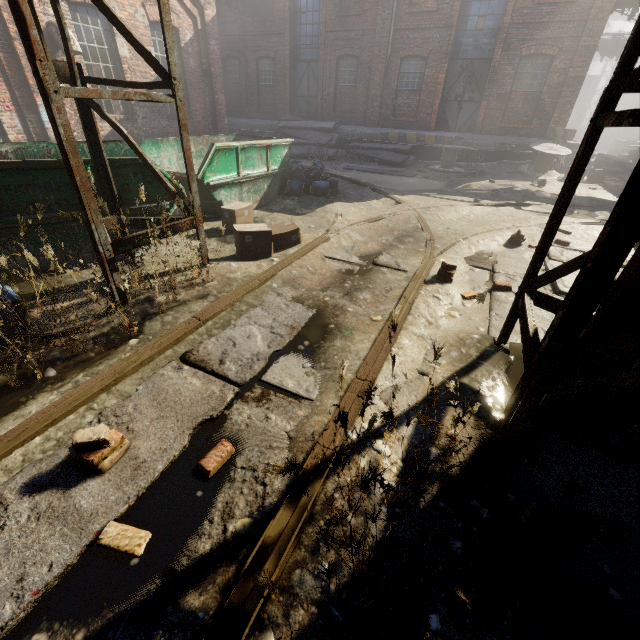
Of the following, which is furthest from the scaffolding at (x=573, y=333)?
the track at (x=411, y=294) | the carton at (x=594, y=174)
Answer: the carton at (x=594, y=174)

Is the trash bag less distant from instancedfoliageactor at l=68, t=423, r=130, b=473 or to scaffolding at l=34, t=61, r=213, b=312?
scaffolding at l=34, t=61, r=213, b=312

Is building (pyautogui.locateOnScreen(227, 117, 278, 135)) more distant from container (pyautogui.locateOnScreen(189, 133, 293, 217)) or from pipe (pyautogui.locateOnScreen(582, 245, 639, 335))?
pipe (pyautogui.locateOnScreen(582, 245, 639, 335))

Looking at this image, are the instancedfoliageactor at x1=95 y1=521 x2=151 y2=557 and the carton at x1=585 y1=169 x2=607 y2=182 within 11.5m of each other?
no

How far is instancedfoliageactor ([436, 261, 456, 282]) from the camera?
4.4 meters

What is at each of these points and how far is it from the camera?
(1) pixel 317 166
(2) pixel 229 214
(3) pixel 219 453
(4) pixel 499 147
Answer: (1) trash bag, 8.98m
(2) carton, 5.84m
(3) instancedfoliageactor, 2.13m
(4) building, 14.34m

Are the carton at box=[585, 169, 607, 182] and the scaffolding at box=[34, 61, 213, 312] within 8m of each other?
no

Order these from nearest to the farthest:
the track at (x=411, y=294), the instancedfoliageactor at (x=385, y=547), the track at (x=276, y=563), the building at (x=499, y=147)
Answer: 1. the instancedfoliageactor at (x=385, y=547)
2. the track at (x=276, y=563)
3. the track at (x=411, y=294)
4. the building at (x=499, y=147)
